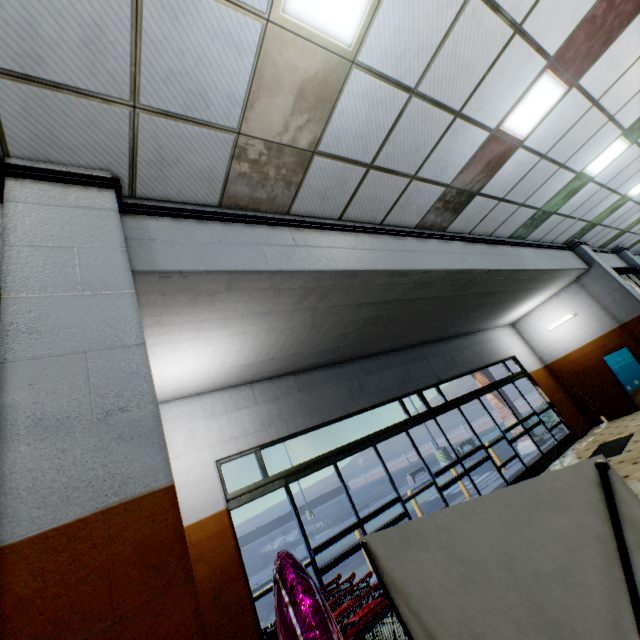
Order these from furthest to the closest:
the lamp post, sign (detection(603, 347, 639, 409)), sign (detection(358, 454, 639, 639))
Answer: the lamp post < sign (detection(603, 347, 639, 409)) < sign (detection(358, 454, 639, 639))

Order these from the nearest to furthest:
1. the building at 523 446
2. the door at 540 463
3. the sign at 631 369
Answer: the door at 540 463 < the sign at 631 369 < the building at 523 446

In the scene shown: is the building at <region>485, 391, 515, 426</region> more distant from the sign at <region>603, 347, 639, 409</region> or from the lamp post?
the lamp post

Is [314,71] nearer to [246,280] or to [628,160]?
[246,280]

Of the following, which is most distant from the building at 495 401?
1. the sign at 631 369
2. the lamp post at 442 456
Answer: the lamp post at 442 456

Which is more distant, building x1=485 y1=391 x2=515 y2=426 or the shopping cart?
building x1=485 y1=391 x2=515 y2=426

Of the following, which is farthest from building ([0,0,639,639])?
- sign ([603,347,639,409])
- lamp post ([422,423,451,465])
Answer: lamp post ([422,423,451,465])
